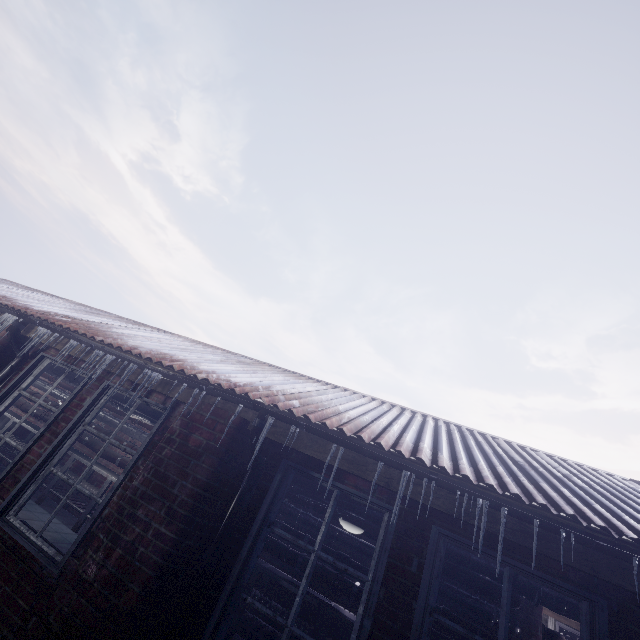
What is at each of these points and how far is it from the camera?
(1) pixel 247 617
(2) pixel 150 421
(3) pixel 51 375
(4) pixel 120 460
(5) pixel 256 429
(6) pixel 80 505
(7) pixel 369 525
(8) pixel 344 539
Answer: (1) table, 4.3m
(2) pipe, 5.0m
(3) pipe, 6.1m
(4) pipe, 6.0m
(5) pipe, 2.3m
(6) table, 5.4m
(7) pipe, 4.7m
(8) pipe, 4.7m

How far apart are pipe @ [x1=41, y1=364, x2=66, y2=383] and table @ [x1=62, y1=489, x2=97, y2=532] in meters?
0.9 m

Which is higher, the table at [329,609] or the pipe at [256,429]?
the pipe at [256,429]

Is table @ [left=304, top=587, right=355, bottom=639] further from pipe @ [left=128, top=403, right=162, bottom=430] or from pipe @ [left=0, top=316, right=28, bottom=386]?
pipe @ [left=0, top=316, right=28, bottom=386]

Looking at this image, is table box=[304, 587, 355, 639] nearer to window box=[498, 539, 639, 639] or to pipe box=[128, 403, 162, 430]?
pipe box=[128, 403, 162, 430]

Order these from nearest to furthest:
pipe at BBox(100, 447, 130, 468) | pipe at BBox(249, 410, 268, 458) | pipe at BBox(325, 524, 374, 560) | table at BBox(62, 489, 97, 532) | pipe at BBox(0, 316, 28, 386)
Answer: pipe at BBox(249, 410, 268, 458) < pipe at BBox(0, 316, 28, 386) < pipe at BBox(325, 524, 374, 560) < table at BBox(62, 489, 97, 532) < pipe at BBox(100, 447, 130, 468)

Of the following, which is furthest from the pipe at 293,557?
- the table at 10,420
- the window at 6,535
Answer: Result: the window at 6,535
